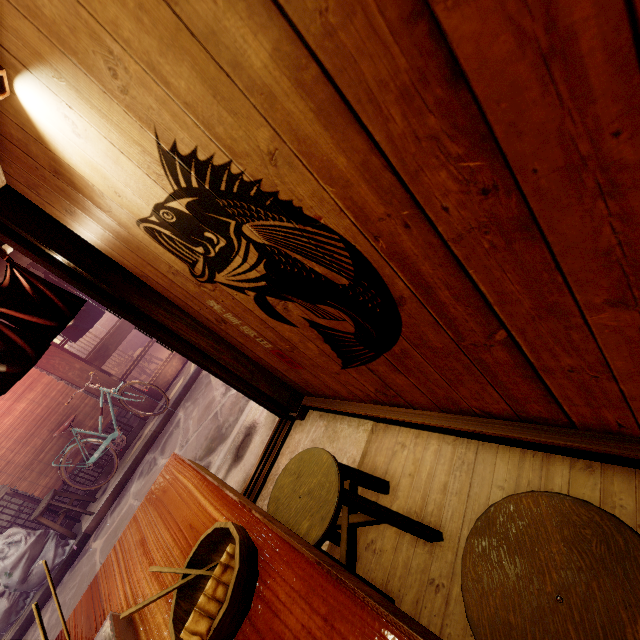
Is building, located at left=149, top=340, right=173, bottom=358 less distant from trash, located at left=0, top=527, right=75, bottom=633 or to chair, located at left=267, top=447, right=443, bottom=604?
trash, located at left=0, top=527, right=75, bottom=633

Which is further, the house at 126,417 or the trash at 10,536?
the house at 126,417

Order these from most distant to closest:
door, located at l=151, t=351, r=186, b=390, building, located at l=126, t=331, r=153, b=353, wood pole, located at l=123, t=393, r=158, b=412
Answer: building, located at l=126, t=331, r=153, b=353, door, located at l=151, t=351, r=186, b=390, wood pole, located at l=123, t=393, r=158, b=412

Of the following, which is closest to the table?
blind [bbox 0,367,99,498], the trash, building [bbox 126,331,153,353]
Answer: the trash

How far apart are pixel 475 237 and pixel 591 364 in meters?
1.2

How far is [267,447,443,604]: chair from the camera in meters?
2.6

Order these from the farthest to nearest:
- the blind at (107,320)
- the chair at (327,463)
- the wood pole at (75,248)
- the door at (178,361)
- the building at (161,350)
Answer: the blind at (107,320) → the building at (161,350) → the door at (178,361) → the wood pole at (75,248) → the chair at (327,463)

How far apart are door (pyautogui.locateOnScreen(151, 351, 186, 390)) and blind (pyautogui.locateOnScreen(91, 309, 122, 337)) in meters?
13.9 m
